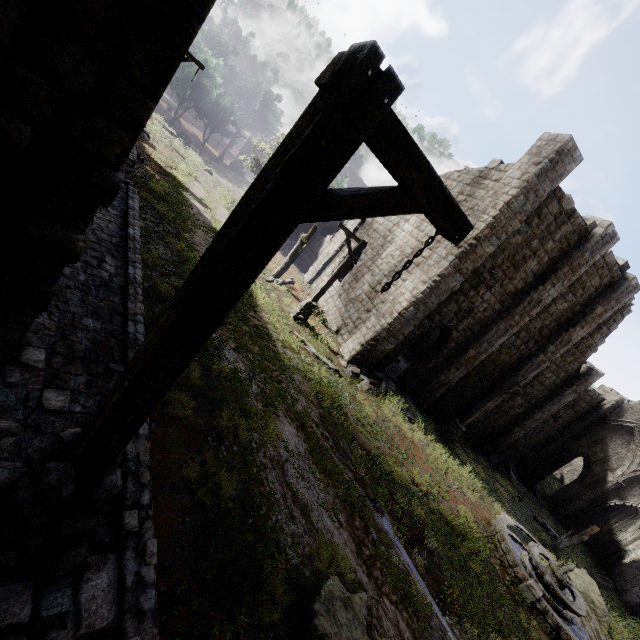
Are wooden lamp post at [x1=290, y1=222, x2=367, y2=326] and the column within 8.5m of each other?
no

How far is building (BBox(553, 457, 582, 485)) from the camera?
40.7 meters

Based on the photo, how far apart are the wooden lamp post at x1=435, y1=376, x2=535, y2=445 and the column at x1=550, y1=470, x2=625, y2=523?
14.0m

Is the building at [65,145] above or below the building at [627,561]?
above

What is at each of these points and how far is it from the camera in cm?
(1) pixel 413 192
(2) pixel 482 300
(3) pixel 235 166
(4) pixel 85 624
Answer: (1) wooden lamp post, 215
(2) building, 1539
(3) stone arch, 4506
(4) building base, 286

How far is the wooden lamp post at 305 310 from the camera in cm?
1374

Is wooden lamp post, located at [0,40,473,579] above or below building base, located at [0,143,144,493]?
above

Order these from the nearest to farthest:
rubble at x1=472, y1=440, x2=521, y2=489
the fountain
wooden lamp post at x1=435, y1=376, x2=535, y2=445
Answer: the fountain
wooden lamp post at x1=435, y1=376, x2=535, y2=445
rubble at x1=472, y1=440, x2=521, y2=489
